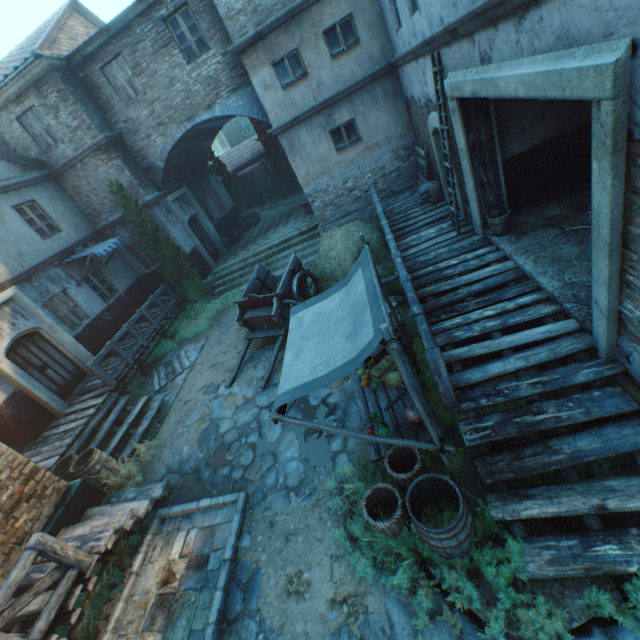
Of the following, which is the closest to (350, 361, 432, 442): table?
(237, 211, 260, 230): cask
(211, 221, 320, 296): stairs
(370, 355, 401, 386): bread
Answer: (370, 355, 401, 386): bread

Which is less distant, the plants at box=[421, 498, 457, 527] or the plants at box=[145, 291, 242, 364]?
the plants at box=[421, 498, 457, 527]

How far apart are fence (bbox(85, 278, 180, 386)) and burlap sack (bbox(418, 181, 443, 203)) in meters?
10.7

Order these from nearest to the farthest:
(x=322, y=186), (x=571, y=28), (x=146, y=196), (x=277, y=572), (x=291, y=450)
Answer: (x=571, y=28) < (x=277, y=572) < (x=291, y=450) < (x=322, y=186) < (x=146, y=196)

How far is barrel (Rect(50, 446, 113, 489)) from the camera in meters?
7.4

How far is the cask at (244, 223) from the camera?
19.36m

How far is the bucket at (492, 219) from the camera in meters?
6.7 m

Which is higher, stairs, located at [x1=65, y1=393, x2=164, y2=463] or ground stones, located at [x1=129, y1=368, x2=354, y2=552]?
stairs, located at [x1=65, y1=393, x2=164, y2=463]
